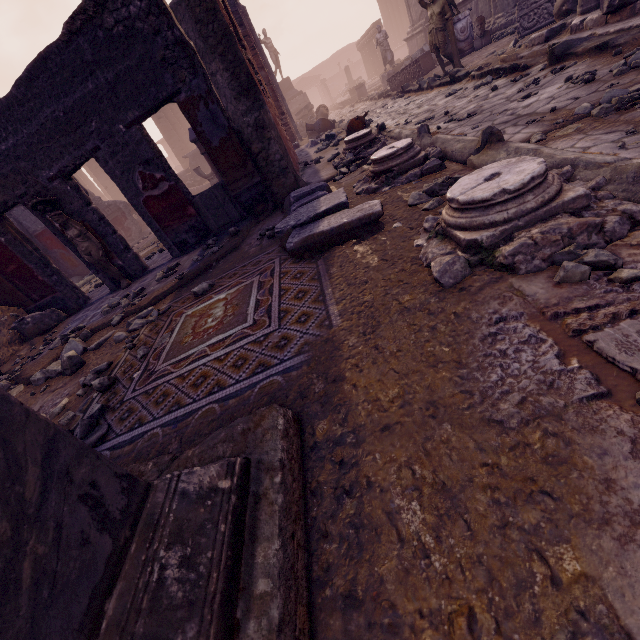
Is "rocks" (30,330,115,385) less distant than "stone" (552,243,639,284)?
No

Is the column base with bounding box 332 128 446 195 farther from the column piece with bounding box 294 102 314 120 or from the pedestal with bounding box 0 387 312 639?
the column piece with bounding box 294 102 314 120

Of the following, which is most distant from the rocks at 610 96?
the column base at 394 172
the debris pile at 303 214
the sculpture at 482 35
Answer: the sculpture at 482 35

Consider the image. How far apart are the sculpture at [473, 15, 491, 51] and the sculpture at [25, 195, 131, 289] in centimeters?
1194cm

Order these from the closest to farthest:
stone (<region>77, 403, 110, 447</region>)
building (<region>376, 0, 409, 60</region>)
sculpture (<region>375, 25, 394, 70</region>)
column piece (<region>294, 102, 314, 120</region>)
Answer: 1. stone (<region>77, 403, 110, 447</region>)
2. sculpture (<region>375, 25, 394, 70</region>)
3. column piece (<region>294, 102, 314, 120</region>)
4. building (<region>376, 0, 409, 60</region>)

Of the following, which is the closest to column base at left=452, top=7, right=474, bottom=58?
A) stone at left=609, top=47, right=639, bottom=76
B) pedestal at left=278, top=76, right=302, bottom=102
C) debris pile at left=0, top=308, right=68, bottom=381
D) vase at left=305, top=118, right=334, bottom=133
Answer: vase at left=305, top=118, right=334, bottom=133

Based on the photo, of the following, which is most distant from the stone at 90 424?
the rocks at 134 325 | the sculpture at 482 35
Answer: the sculpture at 482 35

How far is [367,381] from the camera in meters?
1.4 m
